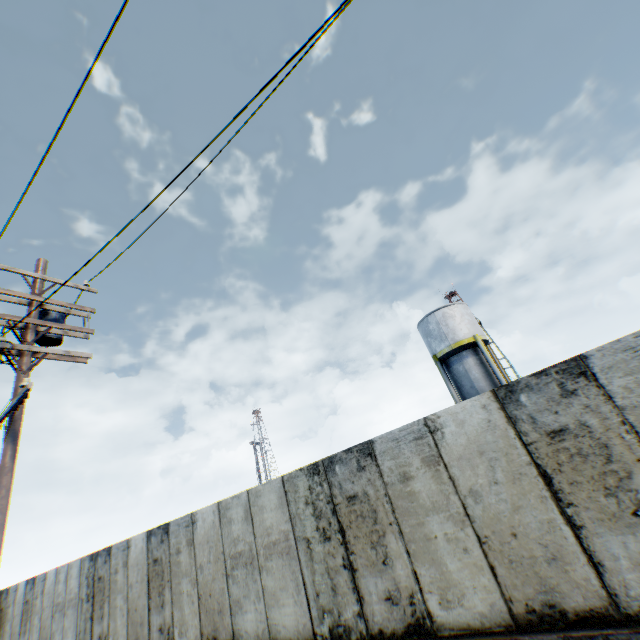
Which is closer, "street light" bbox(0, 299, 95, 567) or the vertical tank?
"street light" bbox(0, 299, 95, 567)

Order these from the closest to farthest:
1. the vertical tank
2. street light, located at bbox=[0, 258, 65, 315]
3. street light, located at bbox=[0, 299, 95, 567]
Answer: street light, located at bbox=[0, 299, 95, 567] < street light, located at bbox=[0, 258, 65, 315] < the vertical tank

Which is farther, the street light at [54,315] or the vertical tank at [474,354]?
the vertical tank at [474,354]

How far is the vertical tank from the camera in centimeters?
2152cm

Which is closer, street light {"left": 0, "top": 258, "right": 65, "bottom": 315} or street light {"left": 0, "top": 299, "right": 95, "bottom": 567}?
street light {"left": 0, "top": 299, "right": 95, "bottom": 567}

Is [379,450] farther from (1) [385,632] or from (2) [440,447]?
(1) [385,632]

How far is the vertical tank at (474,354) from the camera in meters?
21.5
